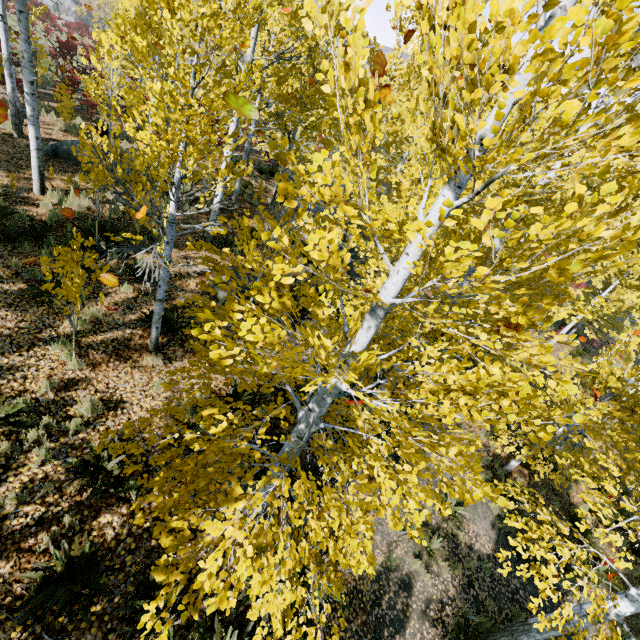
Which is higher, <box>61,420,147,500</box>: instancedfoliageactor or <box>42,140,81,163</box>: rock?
<box>42,140,81,163</box>: rock

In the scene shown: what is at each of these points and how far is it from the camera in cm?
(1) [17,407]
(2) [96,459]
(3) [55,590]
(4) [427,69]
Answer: (1) instancedfoliageactor, 489
(2) instancedfoliageactor, 495
(3) instancedfoliageactor, 397
(4) instancedfoliageactor, 164

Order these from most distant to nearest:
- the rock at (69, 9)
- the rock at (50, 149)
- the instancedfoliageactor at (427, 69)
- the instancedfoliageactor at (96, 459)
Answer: the rock at (69, 9)
the rock at (50, 149)
the instancedfoliageactor at (96, 459)
the instancedfoliageactor at (427, 69)

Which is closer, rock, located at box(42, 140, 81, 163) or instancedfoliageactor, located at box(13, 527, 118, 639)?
instancedfoliageactor, located at box(13, 527, 118, 639)

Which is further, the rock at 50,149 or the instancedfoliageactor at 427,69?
the rock at 50,149

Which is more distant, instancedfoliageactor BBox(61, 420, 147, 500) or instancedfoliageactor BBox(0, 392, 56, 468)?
instancedfoliageactor BBox(0, 392, 56, 468)

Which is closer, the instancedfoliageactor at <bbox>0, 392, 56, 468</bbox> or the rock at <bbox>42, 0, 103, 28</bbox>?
the instancedfoliageactor at <bbox>0, 392, 56, 468</bbox>
